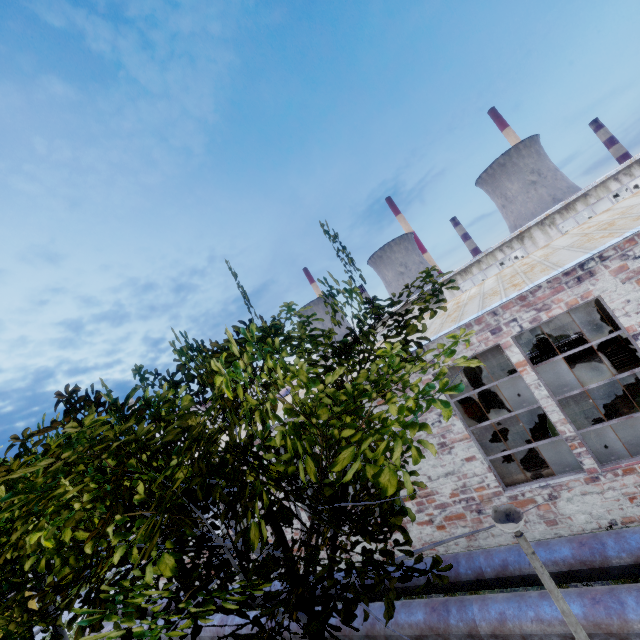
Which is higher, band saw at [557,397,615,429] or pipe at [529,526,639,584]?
band saw at [557,397,615,429]

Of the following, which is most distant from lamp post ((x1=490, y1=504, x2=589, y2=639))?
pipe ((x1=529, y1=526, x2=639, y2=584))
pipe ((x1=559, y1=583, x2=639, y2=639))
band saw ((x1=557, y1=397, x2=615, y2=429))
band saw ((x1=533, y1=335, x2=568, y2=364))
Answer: band saw ((x1=533, y1=335, x2=568, y2=364))

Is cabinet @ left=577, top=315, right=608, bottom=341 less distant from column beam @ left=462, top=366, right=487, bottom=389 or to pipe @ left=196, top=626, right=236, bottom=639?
column beam @ left=462, top=366, right=487, bottom=389

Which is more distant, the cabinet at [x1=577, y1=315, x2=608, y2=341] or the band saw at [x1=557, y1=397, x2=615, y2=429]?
the cabinet at [x1=577, y1=315, x2=608, y2=341]

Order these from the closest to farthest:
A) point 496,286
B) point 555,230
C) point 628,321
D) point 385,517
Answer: point 385,517
point 628,321
point 496,286
point 555,230

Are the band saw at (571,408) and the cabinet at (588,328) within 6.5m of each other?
no

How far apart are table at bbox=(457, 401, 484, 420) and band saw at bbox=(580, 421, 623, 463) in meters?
6.9 m

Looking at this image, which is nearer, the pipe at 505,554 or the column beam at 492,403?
the pipe at 505,554
